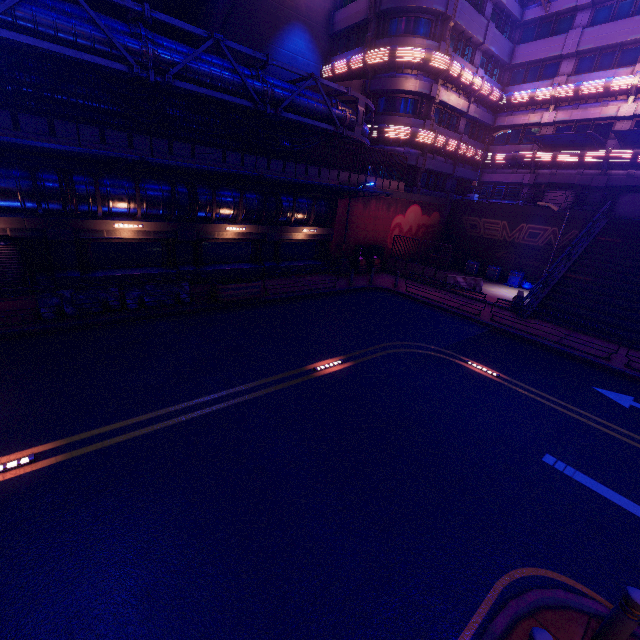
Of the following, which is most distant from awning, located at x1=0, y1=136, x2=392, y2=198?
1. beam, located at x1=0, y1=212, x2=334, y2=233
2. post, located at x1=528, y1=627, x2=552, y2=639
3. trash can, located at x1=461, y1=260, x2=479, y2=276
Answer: trash can, located at x1=461, y1=260, x2=479, y2=276

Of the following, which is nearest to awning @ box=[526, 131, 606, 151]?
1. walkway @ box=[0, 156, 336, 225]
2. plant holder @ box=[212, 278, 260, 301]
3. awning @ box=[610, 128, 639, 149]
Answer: awning @ box=[610, 128, 639, 149]

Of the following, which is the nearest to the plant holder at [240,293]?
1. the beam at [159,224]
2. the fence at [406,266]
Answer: the beam at [159,224]

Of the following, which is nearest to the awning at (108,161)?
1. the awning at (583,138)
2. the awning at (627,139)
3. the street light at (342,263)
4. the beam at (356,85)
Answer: the beam at (356,85)

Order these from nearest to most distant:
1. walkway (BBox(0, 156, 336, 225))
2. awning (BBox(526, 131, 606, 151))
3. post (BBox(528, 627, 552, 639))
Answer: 1. post (BBox(528, 627, 552, 639))
2. walkway (BBox(0, 156, 336, 225))
3. awning (BBox(526, 131, 606, 151))

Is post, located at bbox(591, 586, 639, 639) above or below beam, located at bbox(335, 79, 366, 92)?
below

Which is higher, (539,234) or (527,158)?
(527,158)

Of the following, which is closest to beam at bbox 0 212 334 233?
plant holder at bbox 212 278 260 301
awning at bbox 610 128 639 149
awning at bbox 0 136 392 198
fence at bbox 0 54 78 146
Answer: awning at bbox 0 136 392 198
